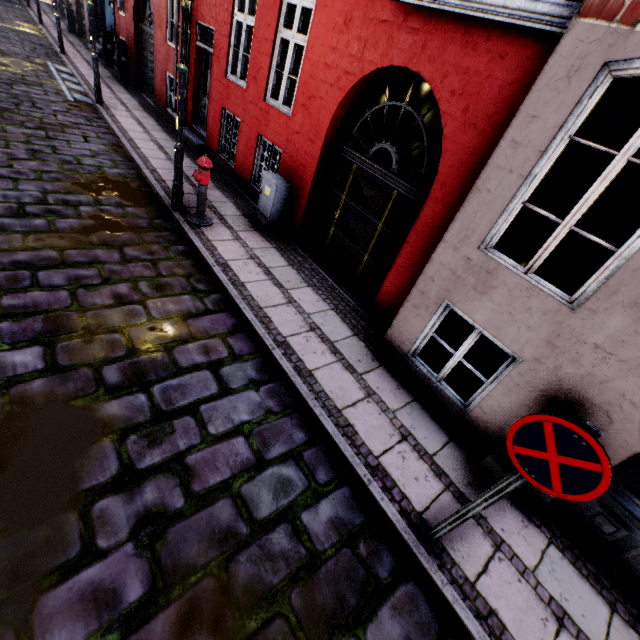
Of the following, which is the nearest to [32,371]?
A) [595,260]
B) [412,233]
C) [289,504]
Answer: [289,504]

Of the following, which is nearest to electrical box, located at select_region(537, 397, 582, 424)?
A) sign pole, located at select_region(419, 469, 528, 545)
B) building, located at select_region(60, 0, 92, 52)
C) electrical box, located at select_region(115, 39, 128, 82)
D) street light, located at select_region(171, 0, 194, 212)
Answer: building, located at select_region(60, 0, 92, 52)

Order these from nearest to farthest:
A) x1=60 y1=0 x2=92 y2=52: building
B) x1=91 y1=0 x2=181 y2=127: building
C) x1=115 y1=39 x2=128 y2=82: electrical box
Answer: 1. x1=91 y1=0 x2=181 y2=127: building
2. x1=115 y1=39 x2=128 y2=82: electrical box
3. x1=60 y1=0 x2=92 y2=52: building

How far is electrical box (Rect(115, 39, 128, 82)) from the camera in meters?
12.4

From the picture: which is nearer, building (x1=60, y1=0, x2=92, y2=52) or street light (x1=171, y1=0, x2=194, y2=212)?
street light (x1=171, y1=0, x2=194, y2=212)

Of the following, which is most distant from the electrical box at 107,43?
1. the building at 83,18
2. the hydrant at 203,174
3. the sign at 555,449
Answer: the sign at 555,449

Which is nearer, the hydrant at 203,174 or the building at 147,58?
the hydrant at 203,174

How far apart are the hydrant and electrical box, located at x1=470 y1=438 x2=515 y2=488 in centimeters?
590cm
